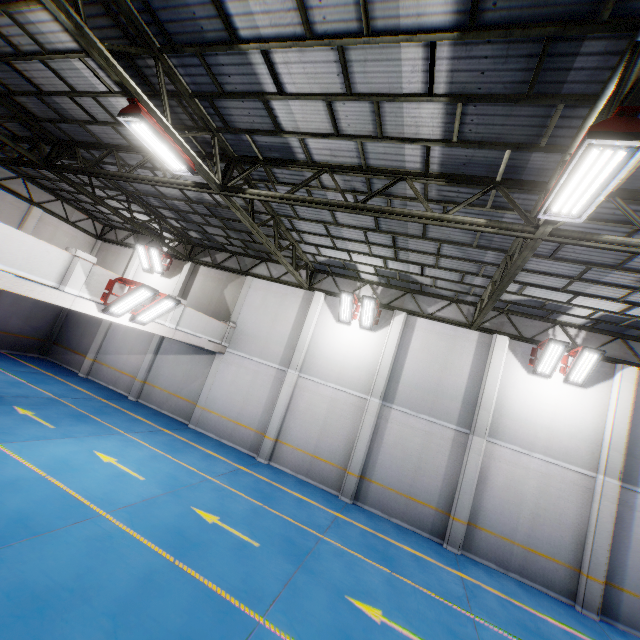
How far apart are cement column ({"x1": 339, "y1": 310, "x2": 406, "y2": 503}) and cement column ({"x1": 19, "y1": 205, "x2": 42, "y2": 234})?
19.6m

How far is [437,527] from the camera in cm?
1166

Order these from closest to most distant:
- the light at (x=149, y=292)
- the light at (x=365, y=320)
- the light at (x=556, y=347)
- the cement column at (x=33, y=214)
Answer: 1. the light at (x=149, y=292)
2. the light at (x=556, y=347)
3. the light at (x=365, y=320)
4. the cement column at (x=33, y=214)

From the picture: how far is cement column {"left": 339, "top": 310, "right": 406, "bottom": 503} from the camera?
12.6m

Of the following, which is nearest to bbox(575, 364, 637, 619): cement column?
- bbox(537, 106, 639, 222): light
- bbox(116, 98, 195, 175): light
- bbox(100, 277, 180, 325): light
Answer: bbox(537, 106, 639, 222): light

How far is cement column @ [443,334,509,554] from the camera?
11.30m

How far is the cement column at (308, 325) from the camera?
14.0m

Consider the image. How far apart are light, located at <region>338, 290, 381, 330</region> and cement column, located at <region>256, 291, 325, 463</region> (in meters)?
1.87
